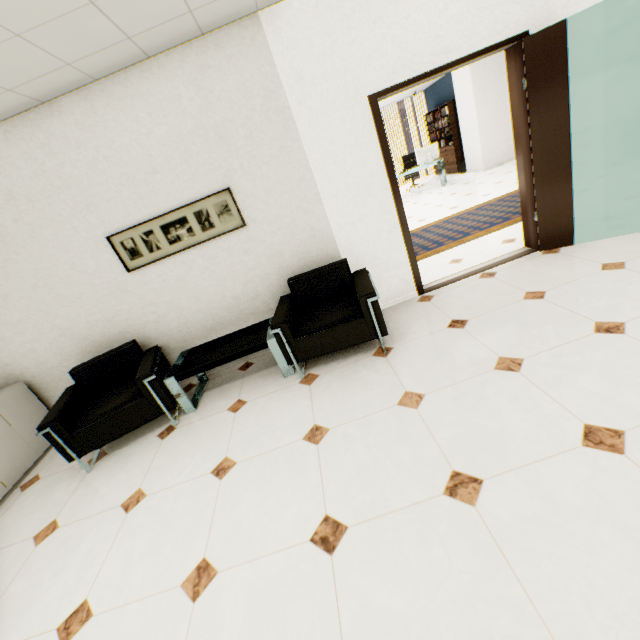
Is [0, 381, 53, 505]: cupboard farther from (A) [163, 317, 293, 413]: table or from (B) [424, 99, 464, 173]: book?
(B) [424, 99, 464, 173]: book

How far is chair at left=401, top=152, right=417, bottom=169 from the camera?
11.41m

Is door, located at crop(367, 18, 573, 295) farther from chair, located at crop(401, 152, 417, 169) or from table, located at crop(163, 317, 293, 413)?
chair, located at crop(401, 152, 417, 169)

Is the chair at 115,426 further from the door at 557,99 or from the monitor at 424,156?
the monitor at 424,156

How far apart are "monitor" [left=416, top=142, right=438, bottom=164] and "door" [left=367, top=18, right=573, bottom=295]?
7.0 meters

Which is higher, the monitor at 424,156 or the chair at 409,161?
the monitor at 424,156

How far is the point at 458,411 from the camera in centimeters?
211cm

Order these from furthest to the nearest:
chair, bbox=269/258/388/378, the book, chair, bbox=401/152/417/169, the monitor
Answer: chair, bbox=401/152/417/169, the book, the monitor, chair, bbox=269/258/388/378
